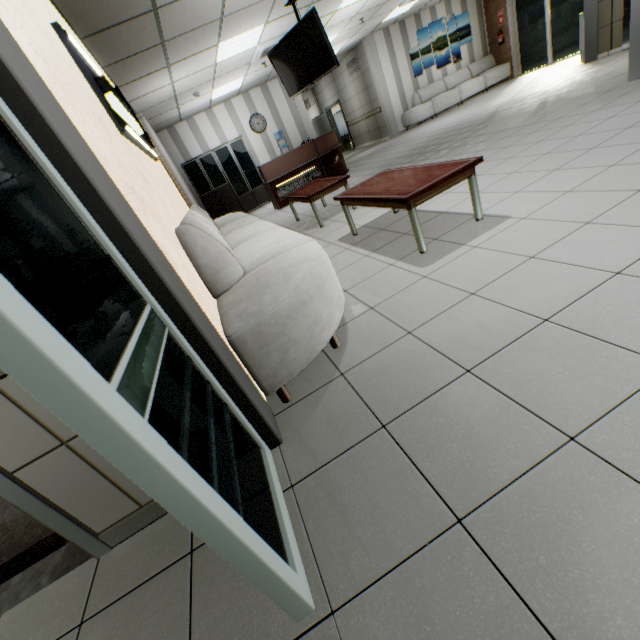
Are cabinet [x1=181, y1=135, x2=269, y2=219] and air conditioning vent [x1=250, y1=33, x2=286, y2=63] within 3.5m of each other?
yes

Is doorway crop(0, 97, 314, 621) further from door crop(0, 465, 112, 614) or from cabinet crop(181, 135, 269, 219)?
cabinet crop(181, 135, 269, 219)

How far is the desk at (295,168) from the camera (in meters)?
8.42

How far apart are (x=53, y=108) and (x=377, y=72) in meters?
13.7 m

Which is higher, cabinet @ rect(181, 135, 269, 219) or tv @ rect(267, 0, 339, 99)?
tv @ rect(267, 0, 339, 99)

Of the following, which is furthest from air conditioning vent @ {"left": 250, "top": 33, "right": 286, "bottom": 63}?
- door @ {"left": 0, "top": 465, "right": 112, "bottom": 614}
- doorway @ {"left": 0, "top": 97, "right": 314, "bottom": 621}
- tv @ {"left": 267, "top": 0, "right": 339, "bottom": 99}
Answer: doorway @ {"left": 0, "top": 97, "right": 314, "bottom": 621}

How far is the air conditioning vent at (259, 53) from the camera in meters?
7.0

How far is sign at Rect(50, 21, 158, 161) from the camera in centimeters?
238cm
